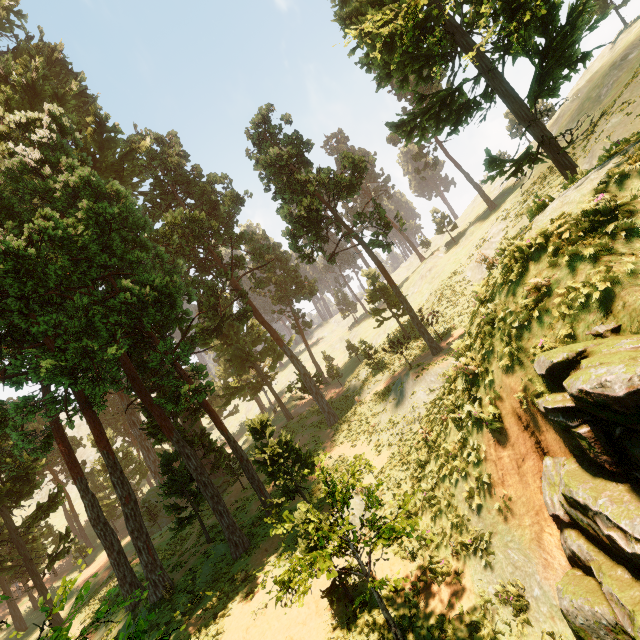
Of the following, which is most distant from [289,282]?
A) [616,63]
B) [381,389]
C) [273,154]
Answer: [616,63]

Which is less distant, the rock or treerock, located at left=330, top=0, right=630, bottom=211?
the rock

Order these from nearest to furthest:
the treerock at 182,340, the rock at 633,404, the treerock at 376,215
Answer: Answer:
1. the rock at 633,404
2. the treerock at 182,340
3. the treerock at 376,215

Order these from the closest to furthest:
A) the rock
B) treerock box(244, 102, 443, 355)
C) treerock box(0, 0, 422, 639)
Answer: the rock → treerock box(0, 0, 422, 639) → treerock box(244, 102, 443, 355)

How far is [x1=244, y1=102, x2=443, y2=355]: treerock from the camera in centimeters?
2227cm

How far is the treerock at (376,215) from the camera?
22.27m
